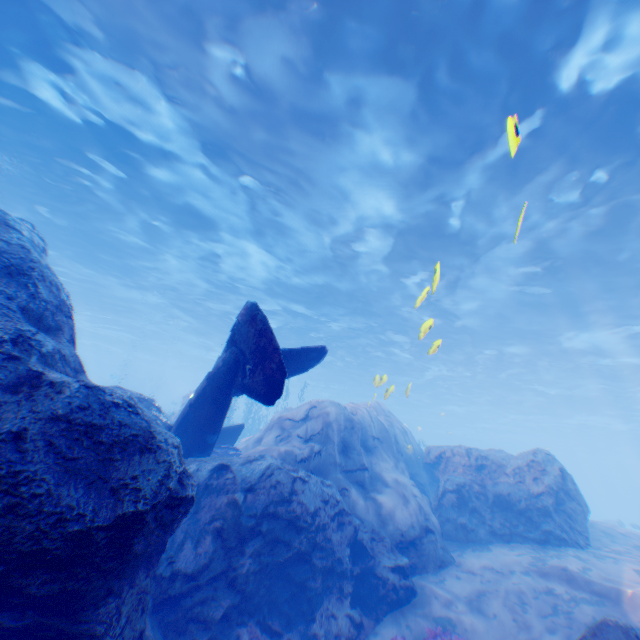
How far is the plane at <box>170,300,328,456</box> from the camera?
5.66m

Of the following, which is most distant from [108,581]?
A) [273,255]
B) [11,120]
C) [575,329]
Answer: [575,329]

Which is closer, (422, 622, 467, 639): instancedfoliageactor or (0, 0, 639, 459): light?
(422, 622, 467, 639): instancedfoliageactor

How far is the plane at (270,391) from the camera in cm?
566

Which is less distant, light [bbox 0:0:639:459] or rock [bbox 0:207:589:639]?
rock [bbox 0:207:589:639]

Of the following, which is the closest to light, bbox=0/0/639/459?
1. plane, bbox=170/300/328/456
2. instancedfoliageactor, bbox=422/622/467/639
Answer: plane, bbox=170/300/328/456

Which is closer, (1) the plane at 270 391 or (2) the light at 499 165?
(1) the plane at 270 391

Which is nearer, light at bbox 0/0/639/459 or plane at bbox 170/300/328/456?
plane at bbox 170/300/328/456
